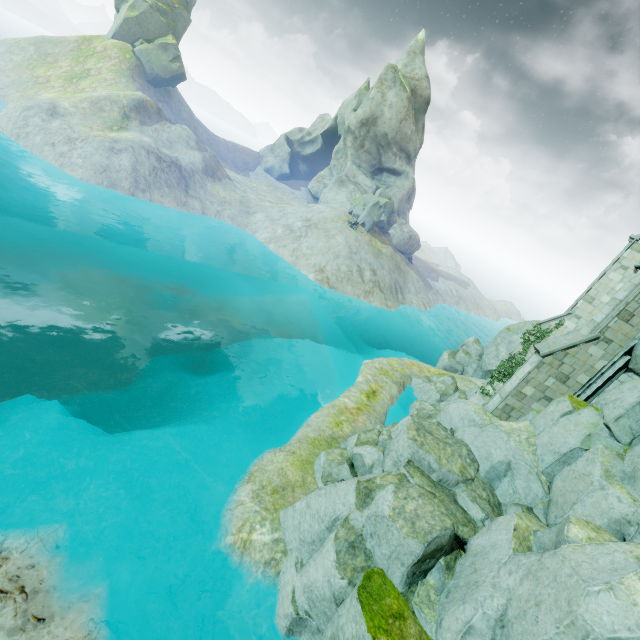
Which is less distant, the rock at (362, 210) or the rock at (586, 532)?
the rock at (586, 532)

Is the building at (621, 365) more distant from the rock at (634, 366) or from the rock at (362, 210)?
the rock at (362, 210)

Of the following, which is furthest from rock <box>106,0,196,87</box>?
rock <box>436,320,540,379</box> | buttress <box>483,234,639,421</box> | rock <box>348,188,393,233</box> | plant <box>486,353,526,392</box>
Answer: buttress <box>483,234,639,421</box>

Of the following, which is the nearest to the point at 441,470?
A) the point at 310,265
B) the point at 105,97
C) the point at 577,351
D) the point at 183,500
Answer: the point at 577,351

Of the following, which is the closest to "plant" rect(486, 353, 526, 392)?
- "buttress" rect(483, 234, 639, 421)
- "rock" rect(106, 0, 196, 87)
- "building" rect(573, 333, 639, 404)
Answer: "building" rect(573, 333, 639, 404)

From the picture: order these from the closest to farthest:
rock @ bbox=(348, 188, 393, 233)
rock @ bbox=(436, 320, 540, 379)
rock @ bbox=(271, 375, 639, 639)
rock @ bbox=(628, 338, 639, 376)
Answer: rock @ bbox=(271, 375, 639, 639) → rock @ bbox=(628, 338, 639, 376) → rock @ bbox=(436, 320, 540, 379) → rock @ bbox=(348, 188, 393, 233)

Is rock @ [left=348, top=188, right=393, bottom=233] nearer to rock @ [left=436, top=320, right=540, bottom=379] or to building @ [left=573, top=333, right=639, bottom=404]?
rock @ [left=436, top=320, right=540, bottom=379]

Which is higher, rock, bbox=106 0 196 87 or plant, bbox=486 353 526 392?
rock, bbox=106 0 196 87
